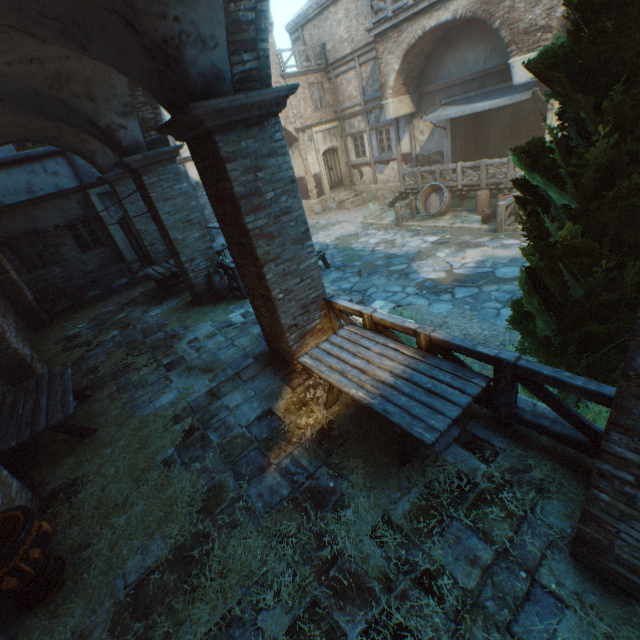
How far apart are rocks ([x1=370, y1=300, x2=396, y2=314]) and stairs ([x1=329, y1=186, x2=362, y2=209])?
12.4 meters

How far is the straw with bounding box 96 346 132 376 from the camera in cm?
740

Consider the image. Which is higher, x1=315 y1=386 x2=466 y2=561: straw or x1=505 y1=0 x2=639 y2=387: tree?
x1=505 y1=0 x2=639 y2=387: tree

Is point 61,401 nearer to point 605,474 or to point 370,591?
point 370,591

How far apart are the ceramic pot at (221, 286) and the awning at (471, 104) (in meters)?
11.00

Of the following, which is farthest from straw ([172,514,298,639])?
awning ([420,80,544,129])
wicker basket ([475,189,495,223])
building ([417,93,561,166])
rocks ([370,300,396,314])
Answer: building ([417,93,561,166])

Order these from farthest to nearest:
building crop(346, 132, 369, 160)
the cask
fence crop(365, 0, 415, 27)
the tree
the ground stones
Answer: building crop(346, 132, 369, 160) < the cask < fence crop(365, 0, 415, 27) < the ground stones < the tree

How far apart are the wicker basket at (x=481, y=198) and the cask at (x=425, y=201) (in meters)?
1.11
